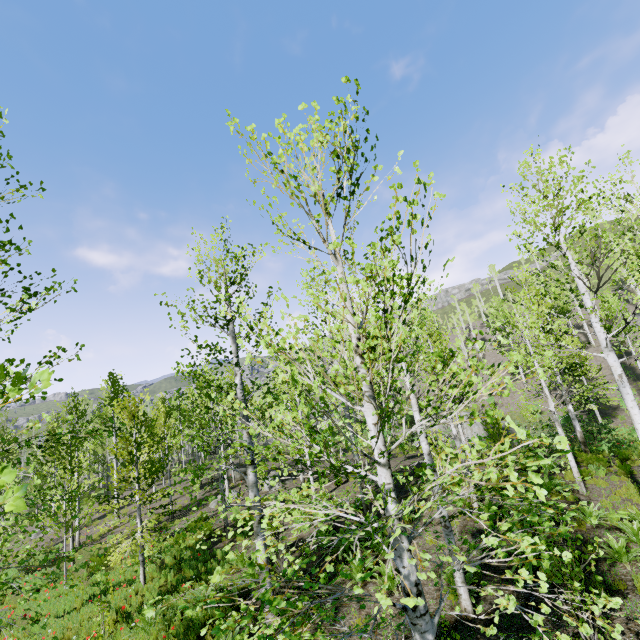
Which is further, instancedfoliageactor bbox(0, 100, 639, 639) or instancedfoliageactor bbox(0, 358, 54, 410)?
instancedfoliageactor bbox(0, 100, 639, 639)

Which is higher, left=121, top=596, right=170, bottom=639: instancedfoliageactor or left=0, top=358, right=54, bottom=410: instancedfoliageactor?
left=0, top=358, right=54, bottom=410: instancedfoliageactor

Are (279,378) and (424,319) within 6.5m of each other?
yes

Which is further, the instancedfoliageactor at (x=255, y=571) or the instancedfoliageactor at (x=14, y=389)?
the instancedfoliageactor at (x=255, y=571)

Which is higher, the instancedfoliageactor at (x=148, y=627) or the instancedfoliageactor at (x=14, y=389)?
the instancedfoliageactor at (x=14, y=389)
